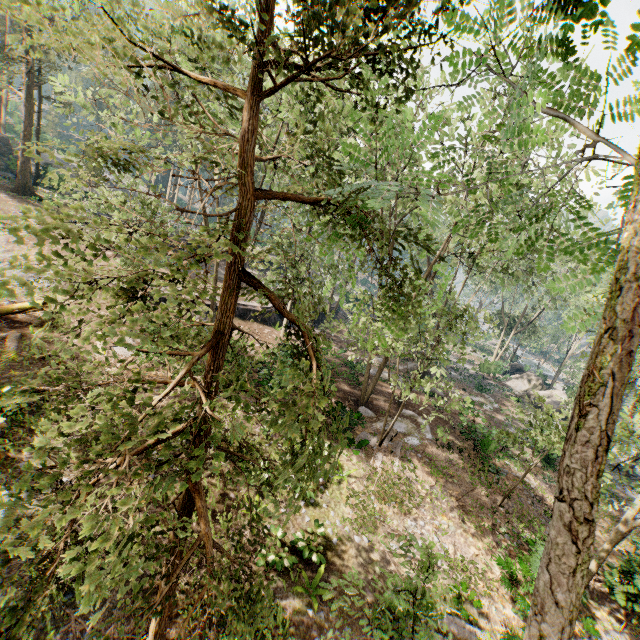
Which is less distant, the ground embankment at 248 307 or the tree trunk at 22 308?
the tree trunk at 22 308

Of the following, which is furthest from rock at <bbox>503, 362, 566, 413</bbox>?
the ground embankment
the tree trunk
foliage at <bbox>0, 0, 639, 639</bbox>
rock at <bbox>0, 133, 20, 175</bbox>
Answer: rock at <bbox>0, 133, 20, 175</bbox>

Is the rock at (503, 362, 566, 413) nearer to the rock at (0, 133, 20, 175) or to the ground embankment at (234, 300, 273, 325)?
the ground embankment at (234, 300, 273, 325)

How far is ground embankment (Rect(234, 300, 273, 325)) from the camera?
28.4m

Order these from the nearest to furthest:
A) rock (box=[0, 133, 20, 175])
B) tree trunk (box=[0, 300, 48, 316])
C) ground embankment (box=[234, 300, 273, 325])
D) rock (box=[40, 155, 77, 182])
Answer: tree trunk (box=[0, 300, 48, 316]) < ground embankment (box=[234, 300, 273, 325]) < rock (box=[0, 133, 20, 175]) < rock (box=[40, 155, 77, 182])

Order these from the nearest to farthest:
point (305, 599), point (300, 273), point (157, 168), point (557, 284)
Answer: point (305, 599) < point (157, 168) < point (557, 284) < point (300, 273)

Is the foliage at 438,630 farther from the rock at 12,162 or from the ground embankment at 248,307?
the ground embankment at 248,307
